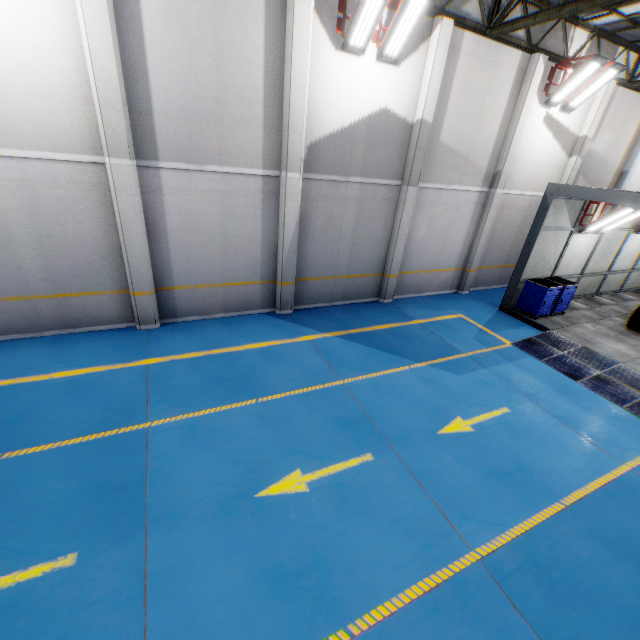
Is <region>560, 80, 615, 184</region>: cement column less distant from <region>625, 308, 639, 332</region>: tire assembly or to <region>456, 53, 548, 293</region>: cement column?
<region>456, 53, 548, 293</region>: cement column

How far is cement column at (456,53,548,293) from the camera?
10.10m

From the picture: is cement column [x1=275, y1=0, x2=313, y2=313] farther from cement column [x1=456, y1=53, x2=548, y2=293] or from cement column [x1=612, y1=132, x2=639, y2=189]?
cement column [x1=612, y1=132, x2=639, y2=189]

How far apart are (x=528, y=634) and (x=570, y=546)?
1.6 meters

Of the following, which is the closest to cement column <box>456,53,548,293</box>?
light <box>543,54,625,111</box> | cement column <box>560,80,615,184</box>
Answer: light <box>543,54,625,111</box>

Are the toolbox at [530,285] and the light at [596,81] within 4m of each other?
no

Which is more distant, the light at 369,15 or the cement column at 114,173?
the light at 369,15

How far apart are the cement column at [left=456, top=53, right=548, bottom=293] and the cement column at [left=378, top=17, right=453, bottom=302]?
3.37m
